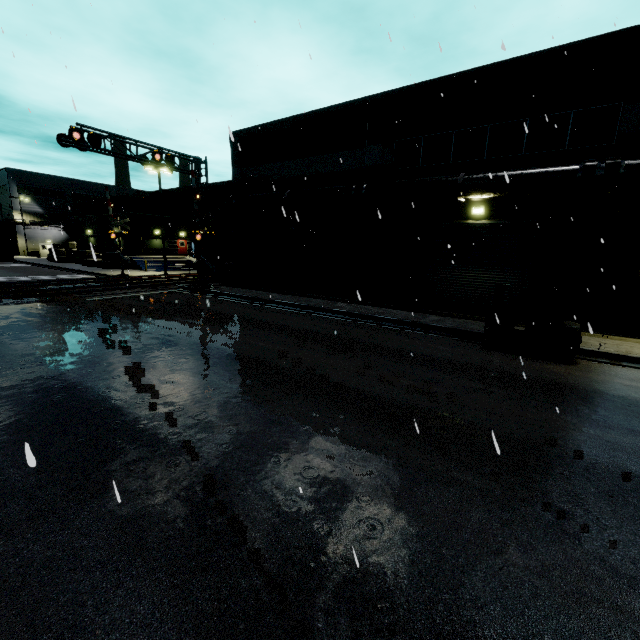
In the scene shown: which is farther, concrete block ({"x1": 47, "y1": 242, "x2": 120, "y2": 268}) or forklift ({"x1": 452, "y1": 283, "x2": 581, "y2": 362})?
concrete block ({"x1": 47, "y1": 242, "x2": 120, "y2": 268})

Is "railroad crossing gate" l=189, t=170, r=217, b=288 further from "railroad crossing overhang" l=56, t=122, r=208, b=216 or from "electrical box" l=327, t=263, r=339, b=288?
"electrical box" l=327, t=263, r=339, b=288

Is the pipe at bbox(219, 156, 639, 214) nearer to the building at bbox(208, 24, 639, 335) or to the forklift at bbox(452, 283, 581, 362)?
the building at bbox(208, 24, 639, 335)

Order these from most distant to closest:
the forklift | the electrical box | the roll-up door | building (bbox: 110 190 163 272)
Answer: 1. building (bbox: 110 190 163 272)
2. the electrical box
3. the roll-up door
4. the forklift

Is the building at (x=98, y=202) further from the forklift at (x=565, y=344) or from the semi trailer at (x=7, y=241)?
the forklift at (x=565, y=344)

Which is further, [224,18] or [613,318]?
[224,18]

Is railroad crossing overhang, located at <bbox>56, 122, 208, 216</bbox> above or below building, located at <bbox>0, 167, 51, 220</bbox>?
below

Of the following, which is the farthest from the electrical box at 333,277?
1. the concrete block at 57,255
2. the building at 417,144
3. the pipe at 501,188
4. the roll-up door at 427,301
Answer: the concrete block at 57,255
